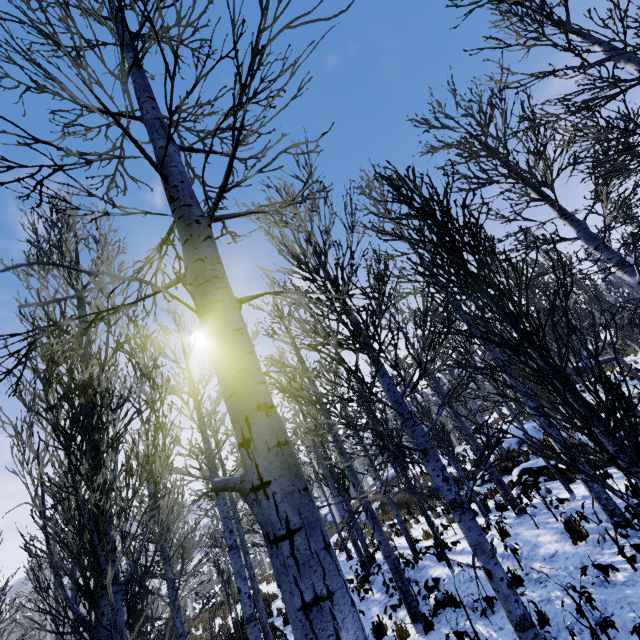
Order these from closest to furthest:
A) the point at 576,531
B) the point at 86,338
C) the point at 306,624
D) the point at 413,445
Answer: the point at 306,624 → the point at 86,338 → the point at 576,531 → the point at 413,445

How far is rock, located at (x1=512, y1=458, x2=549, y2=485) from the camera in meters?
12.5 m

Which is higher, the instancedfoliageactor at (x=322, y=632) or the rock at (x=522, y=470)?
the instancedfoliageactor at (x=322, y=632)

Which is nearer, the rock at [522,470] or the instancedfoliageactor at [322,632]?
the instancedfoliageactor at [322,632]

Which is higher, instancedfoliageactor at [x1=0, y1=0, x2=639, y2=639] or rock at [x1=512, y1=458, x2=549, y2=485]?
instancedfoliageactor at [x1=0, y1=0, x2=639, y2=639]

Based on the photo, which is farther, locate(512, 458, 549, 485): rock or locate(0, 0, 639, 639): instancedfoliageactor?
locate(512, 458, 549, 485): rock
